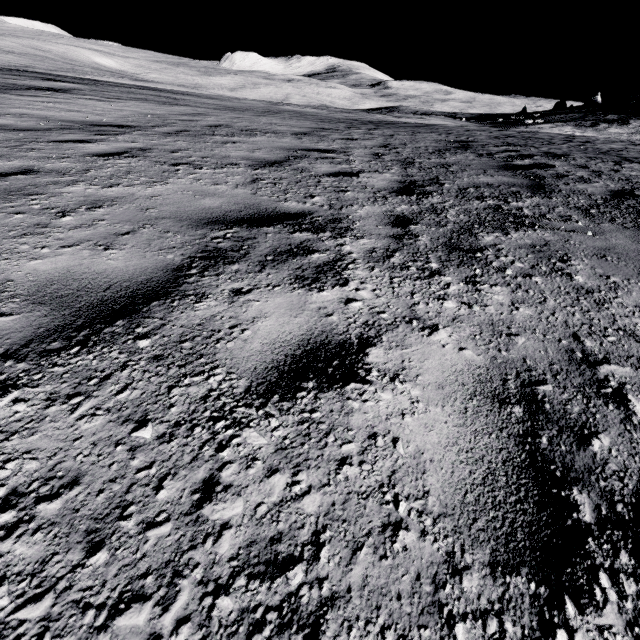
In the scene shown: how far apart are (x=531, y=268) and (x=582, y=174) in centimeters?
498cm
